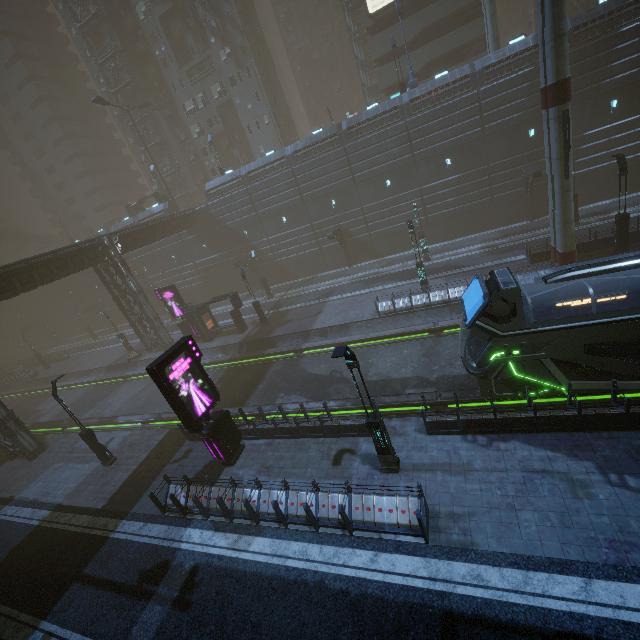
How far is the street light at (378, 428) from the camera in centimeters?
954cm

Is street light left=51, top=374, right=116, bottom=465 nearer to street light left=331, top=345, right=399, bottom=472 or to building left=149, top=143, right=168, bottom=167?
building left=149, top=143, right=168, bottom=167

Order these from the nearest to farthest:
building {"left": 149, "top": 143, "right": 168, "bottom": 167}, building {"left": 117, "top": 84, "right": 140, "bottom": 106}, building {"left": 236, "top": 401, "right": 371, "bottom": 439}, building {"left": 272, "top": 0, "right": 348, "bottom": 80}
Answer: building {"left": 236, "top": 401, "right": 371, "bottom": 439} → building {"left": 117, "top": 84, "right": 140, "bottom": 106} → building {"left": 149, "top": 143, "right": 168, "bottom": 167} → building {"left": 272, "top": 0, "right": 348, "bottom": 80}

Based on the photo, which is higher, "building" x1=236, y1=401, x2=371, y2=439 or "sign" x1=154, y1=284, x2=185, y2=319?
"sign" x1=154, y1=284, x2=185, y2=319

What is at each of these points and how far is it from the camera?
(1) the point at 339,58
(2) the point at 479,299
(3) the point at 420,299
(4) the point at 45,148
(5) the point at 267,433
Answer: (1) building, 58.8 meters
(2) train, 11.5 meters
(3) building, 22.0 meters
(4) building, 58.4 meters
(5) building, 15.3 meters

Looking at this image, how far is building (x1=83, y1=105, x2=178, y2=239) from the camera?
41.9m

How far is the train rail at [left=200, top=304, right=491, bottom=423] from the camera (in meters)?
15.64

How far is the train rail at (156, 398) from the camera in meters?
22.9
